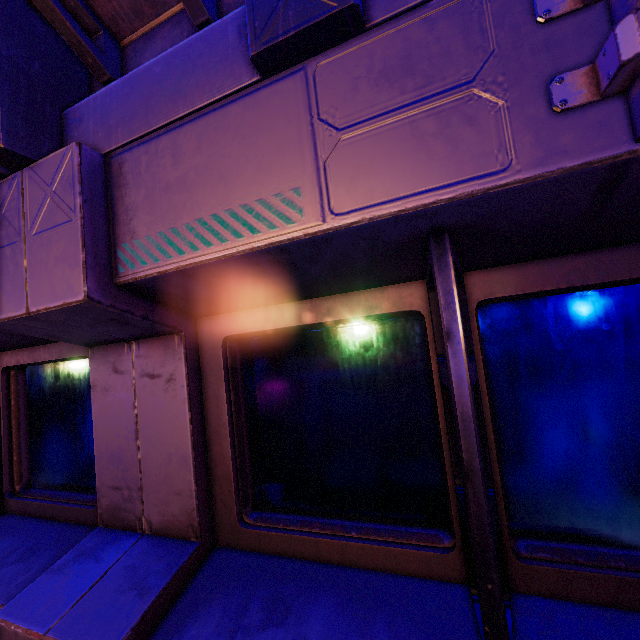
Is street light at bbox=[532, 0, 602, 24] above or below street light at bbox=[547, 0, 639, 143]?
above

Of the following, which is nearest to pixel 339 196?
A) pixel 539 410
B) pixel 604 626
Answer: pixel 539 410

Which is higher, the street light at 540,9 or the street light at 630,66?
the street light at 540,9
